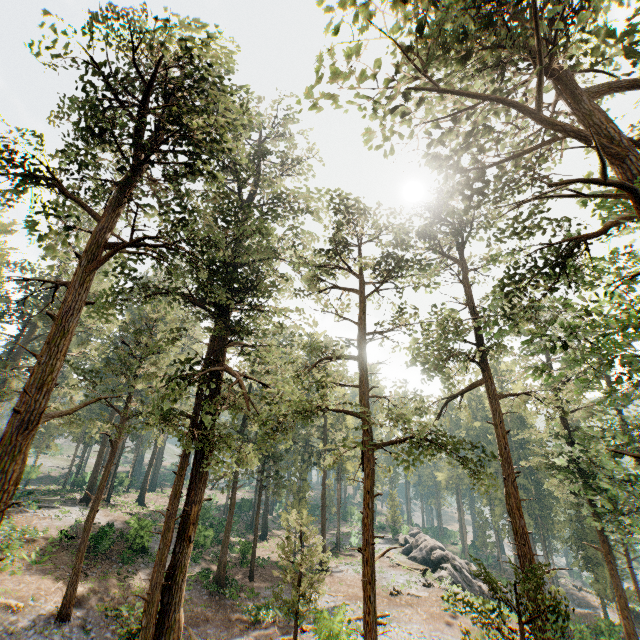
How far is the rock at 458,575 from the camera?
33.31m

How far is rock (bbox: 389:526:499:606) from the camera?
33.31m

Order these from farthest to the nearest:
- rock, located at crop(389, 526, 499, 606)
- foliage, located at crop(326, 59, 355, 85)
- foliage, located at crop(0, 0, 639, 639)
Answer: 1. rock, located at crop(389, 526, 499, 606)
2. foliage, located at crop(0, 0, 639, 639)
3. foliage, located at crop(326, 59, 355, 85)

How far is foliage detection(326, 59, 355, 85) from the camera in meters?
8.0 m

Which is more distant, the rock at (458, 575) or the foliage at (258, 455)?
the rock at (458, 575)

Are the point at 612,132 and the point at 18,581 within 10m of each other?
no

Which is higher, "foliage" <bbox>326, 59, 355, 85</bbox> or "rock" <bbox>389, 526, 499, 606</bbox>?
"foliage" <bbox>326, 59, 355, 85</bbox>
